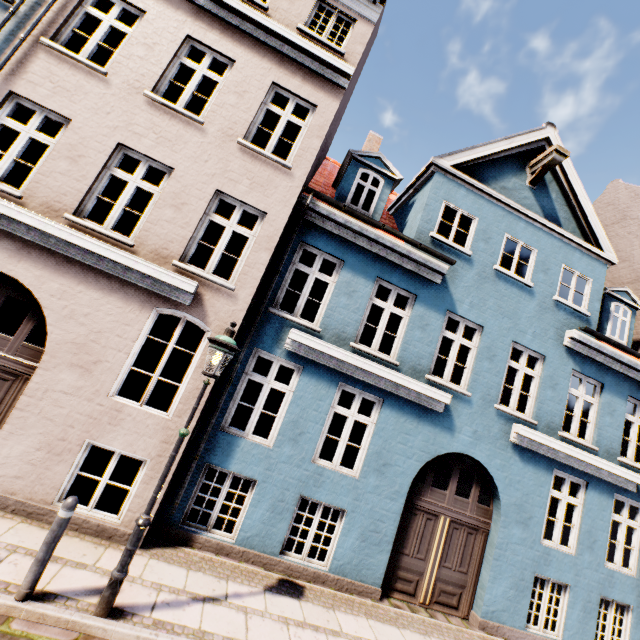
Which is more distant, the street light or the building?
the building

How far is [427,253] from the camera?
7.7m

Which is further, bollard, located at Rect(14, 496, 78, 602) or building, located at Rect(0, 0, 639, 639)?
building, located at Rect(0, 0, 639, 639)

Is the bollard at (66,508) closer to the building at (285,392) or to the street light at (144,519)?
the street light at (144,519)

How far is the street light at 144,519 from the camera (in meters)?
3.89

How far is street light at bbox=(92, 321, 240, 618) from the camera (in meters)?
3.89

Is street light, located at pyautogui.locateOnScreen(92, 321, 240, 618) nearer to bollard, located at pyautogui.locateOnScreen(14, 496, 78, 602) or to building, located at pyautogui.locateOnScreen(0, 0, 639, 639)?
bollard, located at pyautogui.locateOnScreen(14, 496, 78, 602)

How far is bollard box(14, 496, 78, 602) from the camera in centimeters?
368cm
